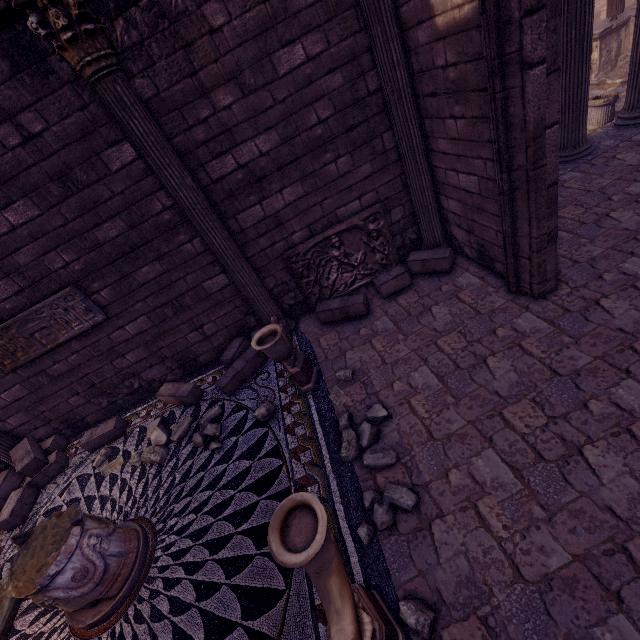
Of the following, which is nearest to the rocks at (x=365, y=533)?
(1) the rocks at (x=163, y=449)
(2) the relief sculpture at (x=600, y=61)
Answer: (1) the rocks at (x=163, y=449)

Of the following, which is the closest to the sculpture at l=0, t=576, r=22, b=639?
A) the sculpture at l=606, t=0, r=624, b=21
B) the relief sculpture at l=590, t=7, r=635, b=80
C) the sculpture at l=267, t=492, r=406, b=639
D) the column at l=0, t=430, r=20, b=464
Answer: the column at l=0, t=430, r=20, b=464

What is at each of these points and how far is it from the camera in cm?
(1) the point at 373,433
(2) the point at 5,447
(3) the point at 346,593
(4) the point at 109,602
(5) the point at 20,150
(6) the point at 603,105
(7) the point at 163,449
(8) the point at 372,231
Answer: (1) rocks, 358
(2) column, 577
(3) sculpture, 203
(4) column base, 333
(5) building, 392
(6) column base, 907
(7) rocks, 477
(8) relief sculpture, 547

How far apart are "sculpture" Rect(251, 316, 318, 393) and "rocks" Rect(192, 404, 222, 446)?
1.2 meters

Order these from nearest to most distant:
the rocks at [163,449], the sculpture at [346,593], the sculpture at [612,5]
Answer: the sculpture at [346,593] < the rocks at [163,449] < the sculpture at [612,5]

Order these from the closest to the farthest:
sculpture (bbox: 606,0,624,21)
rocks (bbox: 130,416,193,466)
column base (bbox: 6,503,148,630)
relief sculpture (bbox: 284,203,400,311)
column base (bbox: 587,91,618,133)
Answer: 1. column base (bbox: 6,503,148,630)
2. rocks (bbox: 130,416,193,466)
3. relief sculpture (bbox: 284,203,400,311)
4. column base (bbox: 587,91,618,133)
5. sculpture (bbox: 606,0,624,21)

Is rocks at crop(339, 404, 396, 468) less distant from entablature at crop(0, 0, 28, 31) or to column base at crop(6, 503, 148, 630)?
column base at crop(6, 503, 148, 630)

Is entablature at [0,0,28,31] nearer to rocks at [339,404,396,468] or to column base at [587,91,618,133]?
rocks at [339,404,396,468]
